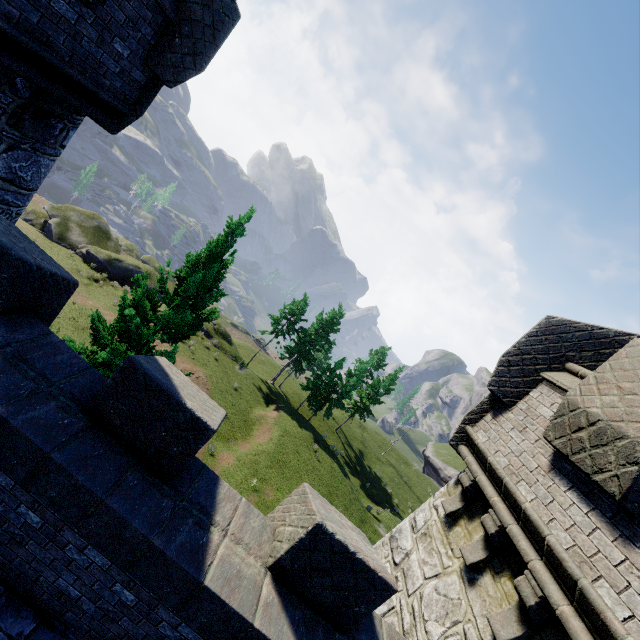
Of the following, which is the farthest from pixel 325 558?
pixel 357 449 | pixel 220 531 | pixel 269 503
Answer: pixel 357 449

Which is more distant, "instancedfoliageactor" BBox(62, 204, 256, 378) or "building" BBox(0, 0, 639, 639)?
"instancedfoliageactor" BBox(62, 204, 256, 378)

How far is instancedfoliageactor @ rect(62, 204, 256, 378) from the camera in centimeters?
952cm

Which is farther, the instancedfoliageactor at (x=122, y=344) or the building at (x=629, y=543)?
the instancedfoliageactor at (x=122, y=344)

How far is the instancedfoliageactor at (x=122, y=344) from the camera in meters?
9.5
